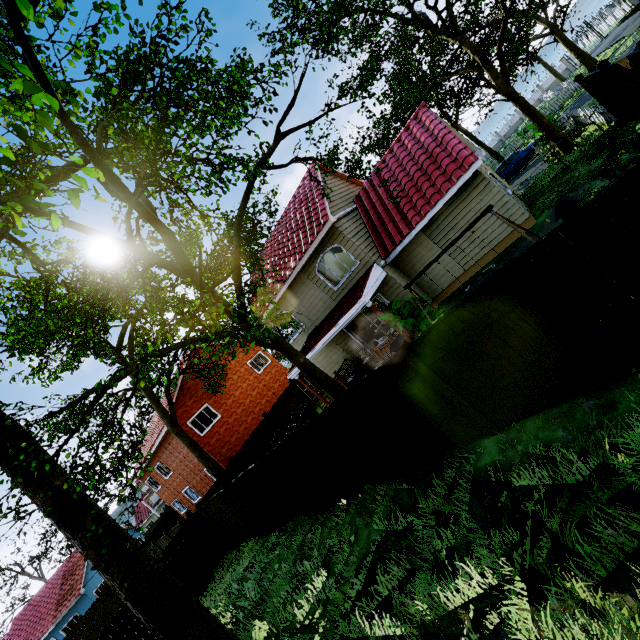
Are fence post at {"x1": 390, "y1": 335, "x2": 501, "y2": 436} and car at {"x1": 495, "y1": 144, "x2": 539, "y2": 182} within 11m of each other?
no

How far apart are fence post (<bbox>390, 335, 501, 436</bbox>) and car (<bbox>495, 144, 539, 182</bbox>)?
23.2m

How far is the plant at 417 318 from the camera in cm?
1112

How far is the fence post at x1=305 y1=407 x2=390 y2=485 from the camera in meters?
7.6

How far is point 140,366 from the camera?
5.4 meters

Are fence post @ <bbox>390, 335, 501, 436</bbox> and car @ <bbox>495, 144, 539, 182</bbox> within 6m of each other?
no

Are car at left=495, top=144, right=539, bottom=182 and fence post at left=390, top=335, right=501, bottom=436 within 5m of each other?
no

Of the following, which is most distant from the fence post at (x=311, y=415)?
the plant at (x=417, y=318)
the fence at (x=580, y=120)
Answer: the fence at (x=580, y=120)
